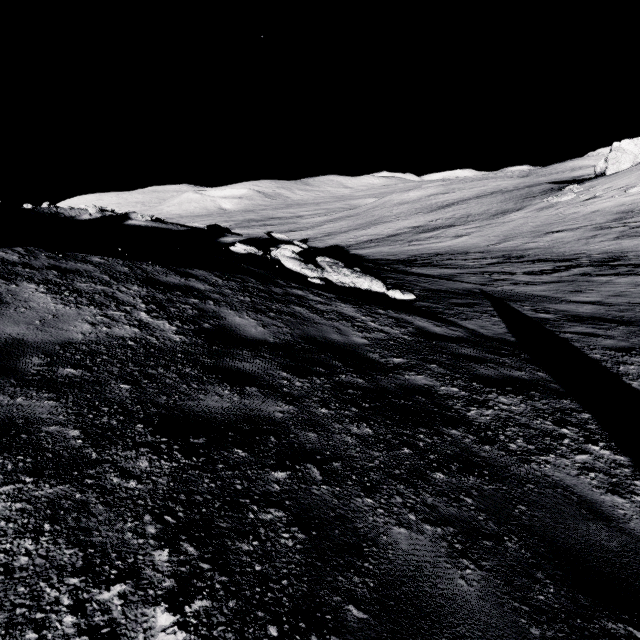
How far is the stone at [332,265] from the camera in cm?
1069

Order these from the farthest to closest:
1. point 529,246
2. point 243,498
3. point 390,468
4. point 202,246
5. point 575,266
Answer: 1. point 529,246
2. point 575,266
3. point 202,246
4. point 390,468
5. point 243,498

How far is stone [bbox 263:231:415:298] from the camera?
10.69m

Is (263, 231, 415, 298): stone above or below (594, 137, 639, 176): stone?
below

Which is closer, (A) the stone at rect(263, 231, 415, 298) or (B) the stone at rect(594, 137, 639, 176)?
(A) the stone at rect(263, 231, 415, 298)

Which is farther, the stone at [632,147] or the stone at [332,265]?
the stone at [632,147]
